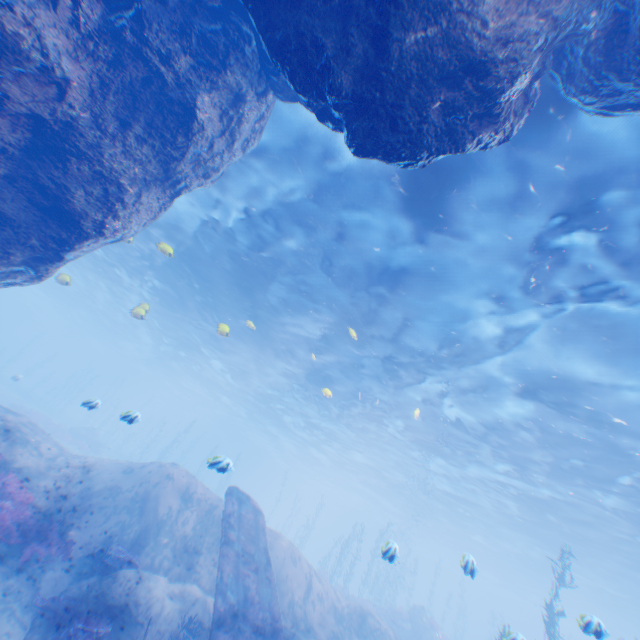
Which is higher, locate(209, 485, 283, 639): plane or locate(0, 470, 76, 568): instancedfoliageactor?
locate(209, 485, 283, 639): plane

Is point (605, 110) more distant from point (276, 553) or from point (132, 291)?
point (132, 291)

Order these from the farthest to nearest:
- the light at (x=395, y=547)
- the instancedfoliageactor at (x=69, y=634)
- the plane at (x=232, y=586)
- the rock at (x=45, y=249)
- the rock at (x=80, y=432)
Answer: the rock at (x=80, y=432)
the plane at (x=232, y=586)
the light at (x=395, y=547)
the instancedfoliageactor at (x=69, y=634)
the rock at (x=45, y=249)

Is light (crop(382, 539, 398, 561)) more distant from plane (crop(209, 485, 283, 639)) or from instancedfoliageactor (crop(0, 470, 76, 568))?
instancedfoliageactor (crop(0, 470, 76, 568))

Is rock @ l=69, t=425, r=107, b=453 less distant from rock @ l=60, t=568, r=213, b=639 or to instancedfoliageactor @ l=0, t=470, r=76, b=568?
instancedfoliageactor @ l=0, t=470, r=76, b=568

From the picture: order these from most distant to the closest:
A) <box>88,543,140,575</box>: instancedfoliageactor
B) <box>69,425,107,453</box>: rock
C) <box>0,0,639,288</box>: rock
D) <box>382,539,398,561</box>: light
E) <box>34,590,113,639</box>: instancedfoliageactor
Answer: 1. <box>69,425,107,453</box>: rock
2. <box>88,543,140,575</box>: instancedfoliageactor
3. <box>382,539,398,561</box>: light
4. <box>34,590,113,639</box>: instancedfoliageactor
5. <box>0,0,639,288</box>: rock

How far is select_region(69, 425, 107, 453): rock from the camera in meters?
31.5

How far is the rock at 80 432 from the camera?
31.5 meters
